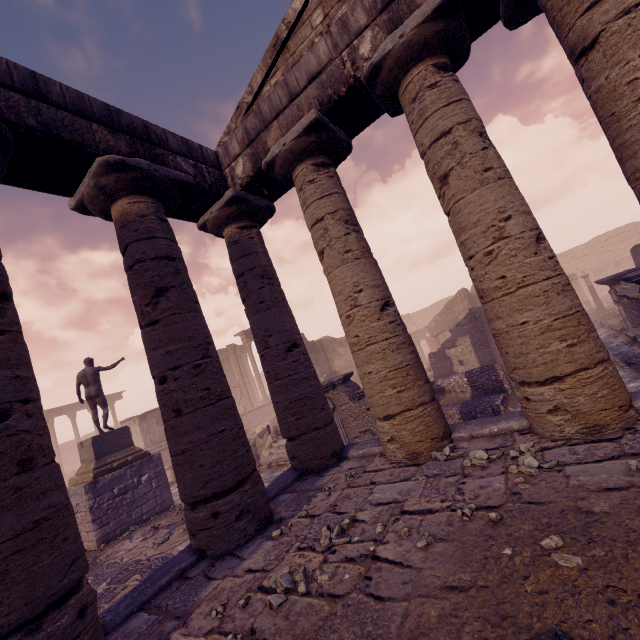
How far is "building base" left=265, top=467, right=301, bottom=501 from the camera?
5.3m

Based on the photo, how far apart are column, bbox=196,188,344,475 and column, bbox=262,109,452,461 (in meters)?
0.61

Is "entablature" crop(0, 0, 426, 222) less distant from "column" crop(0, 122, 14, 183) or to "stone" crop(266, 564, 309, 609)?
"column" crop(0, 122, 14, 183)

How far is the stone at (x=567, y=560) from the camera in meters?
2.1

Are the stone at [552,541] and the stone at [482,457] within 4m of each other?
yes

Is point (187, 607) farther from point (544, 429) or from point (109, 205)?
point (109, 205)

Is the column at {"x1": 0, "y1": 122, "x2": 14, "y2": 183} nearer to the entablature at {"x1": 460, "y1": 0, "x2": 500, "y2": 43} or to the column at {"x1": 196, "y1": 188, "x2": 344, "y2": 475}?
the entablature at {"x1": 460, "y1": 0, "x2": 500, "y2": 43}

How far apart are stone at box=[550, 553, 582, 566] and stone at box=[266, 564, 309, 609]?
1.7 meters
